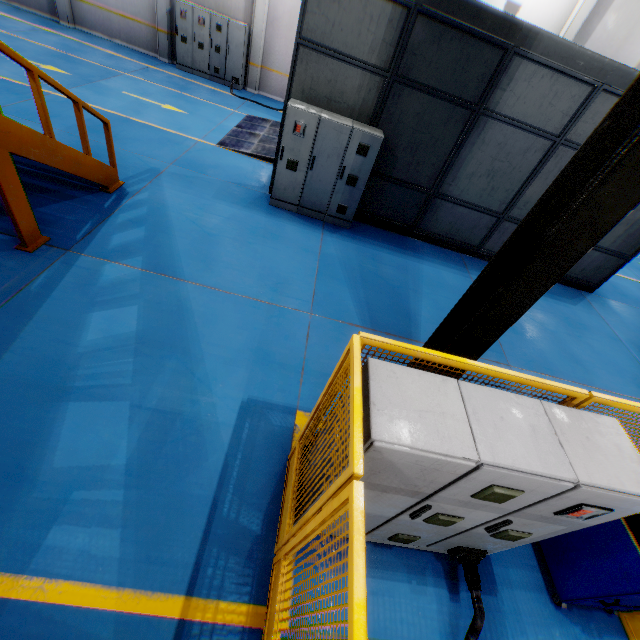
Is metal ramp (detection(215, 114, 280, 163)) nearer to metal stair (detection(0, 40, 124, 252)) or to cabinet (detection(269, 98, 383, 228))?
cabinet (detection(269, 98, 383, 228))

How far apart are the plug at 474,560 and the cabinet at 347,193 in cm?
676

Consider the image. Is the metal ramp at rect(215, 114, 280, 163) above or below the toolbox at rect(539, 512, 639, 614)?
below

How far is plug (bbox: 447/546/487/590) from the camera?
3.1 meters

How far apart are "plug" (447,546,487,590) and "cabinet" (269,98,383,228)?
6.8m

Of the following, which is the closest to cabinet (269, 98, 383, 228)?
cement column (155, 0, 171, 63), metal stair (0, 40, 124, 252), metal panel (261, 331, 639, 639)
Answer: metal stair (0, 40, 124, 252)

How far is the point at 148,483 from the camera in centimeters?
325cm

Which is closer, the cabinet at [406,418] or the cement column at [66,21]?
the cabinet at [406,418]
